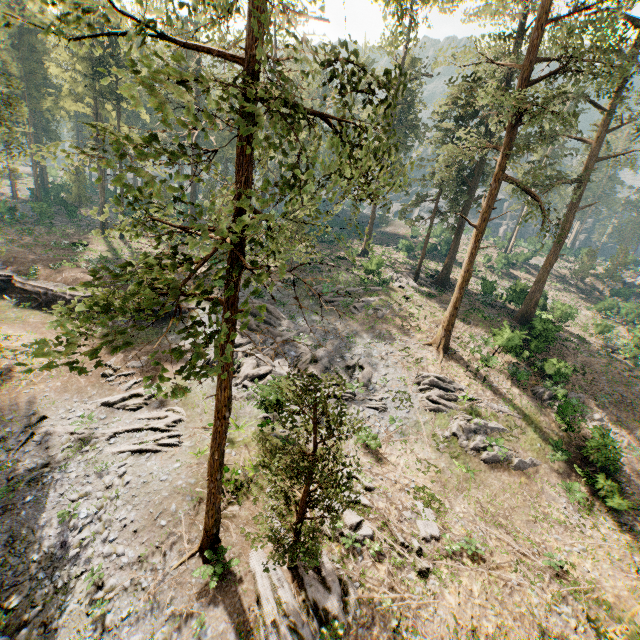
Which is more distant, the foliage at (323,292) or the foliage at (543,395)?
the foliage at (543,395)

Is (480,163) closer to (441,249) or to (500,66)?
(500,66)

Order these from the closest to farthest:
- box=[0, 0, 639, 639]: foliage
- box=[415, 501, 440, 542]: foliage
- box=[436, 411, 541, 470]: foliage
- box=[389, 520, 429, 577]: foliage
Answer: box=[0, 0, 639, 639]: foliage < box=[389, 520, 429, 577]: foliage < box=[415, 501, 440, 542]: foliage < box=[436, 411, 541, 470]: foliage

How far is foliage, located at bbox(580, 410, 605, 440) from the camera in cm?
2020
